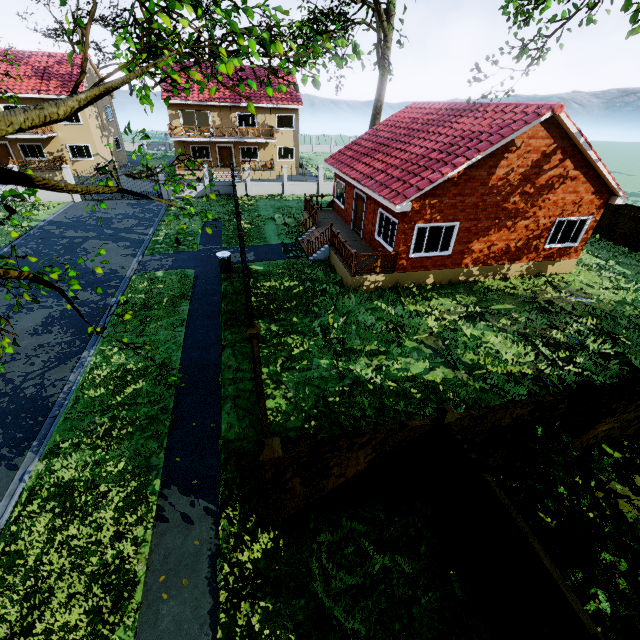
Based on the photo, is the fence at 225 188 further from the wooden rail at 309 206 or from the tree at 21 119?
the wooden rail at 309 206

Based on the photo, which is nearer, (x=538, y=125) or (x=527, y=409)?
(x=527, y=409)

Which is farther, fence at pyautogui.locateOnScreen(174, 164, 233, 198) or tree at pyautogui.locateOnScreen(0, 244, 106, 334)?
fence at pyautogui.locateOnScreen(174, 164, 233, 198)

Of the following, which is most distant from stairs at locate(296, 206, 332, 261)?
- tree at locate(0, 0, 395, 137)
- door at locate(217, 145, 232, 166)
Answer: door at locate(217, 145, 232, 166)

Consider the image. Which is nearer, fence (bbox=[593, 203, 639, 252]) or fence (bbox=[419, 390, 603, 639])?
fence (bbox=[419, 390, 603, 639])

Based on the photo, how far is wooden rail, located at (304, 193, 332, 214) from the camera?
19.4 meters

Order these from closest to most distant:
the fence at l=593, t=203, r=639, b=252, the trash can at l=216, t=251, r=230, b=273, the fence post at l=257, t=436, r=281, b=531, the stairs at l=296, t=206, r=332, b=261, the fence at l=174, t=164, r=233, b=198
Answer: the fence post at l=257, t=436, r=281, b=531 < the trash can at l=216, t=251, r=230, b=273 < the stairs at l=296, t=206, r=332, b=261 < the fence at l=593, t=203, r=639, b=252 < the fence at l=174, t=164, r=233, b=198

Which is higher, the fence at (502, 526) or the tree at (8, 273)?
the tree at (8, 273)
